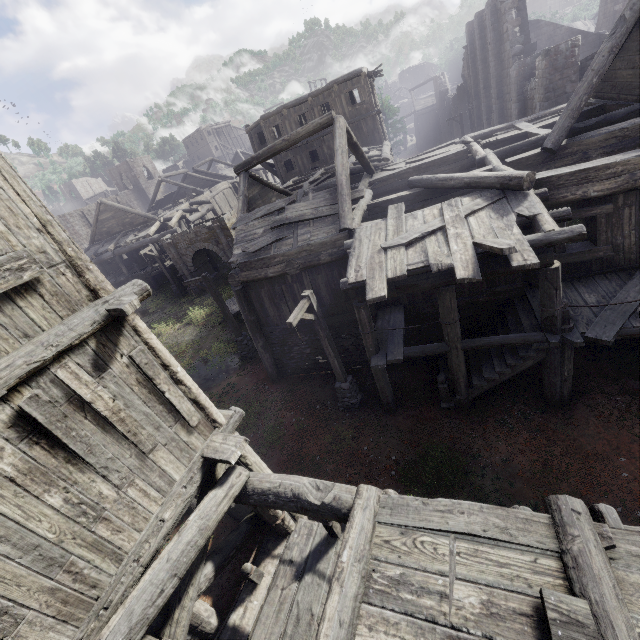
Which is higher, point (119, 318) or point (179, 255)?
point (119, 318)

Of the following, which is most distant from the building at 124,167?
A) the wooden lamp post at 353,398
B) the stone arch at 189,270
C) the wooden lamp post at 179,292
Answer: the wooden lamp post at 179,292

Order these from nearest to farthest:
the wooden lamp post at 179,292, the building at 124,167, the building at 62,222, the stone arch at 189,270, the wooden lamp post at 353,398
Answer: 1. the building at 62,222
2. the wooden lamp post at 353,398
3. the stone arch at 189,270
4. the wooden lamp post at 179,292
5. the building at 124,167

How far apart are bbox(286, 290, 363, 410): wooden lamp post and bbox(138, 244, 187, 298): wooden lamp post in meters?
20.2

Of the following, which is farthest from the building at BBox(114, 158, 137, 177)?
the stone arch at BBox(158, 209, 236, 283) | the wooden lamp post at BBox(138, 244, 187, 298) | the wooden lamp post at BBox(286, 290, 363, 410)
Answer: the wooden lamp post at BBox(138, 244, 187, 298)

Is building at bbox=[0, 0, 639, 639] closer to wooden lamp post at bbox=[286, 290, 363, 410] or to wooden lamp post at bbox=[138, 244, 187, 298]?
wooden lamp post at bbox=[286, 290, 363, 410]

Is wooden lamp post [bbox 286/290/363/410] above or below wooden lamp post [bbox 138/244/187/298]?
below
